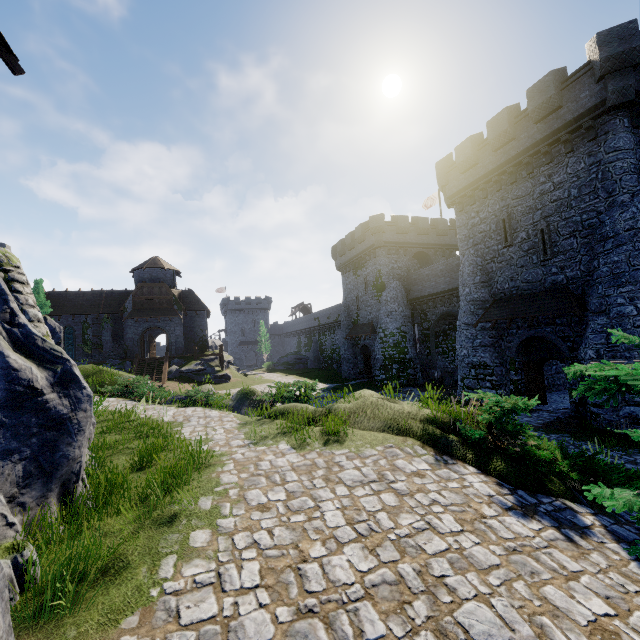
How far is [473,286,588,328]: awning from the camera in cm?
1555

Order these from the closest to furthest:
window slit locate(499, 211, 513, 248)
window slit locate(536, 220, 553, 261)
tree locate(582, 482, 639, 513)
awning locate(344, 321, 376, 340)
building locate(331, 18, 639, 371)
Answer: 1. tree locate(582, 482, 639, 513)
2. building locate(331, 18, 639, 371)
3. window slit locate(536, 220, 553, 261)
4. window slit locate(499, 211, 513, 248)
5. awning locate(344, 321, 376, 340)

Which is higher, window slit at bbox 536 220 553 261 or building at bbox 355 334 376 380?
window slit at bbox 536 220 553 261

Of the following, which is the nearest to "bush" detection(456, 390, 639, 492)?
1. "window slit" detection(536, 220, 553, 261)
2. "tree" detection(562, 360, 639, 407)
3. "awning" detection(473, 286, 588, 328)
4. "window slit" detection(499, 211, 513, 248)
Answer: "tree" detection(562, 360, 639, 407)

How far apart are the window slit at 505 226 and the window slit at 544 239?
1.3 meters

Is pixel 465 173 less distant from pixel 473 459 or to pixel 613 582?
pixel 473 459

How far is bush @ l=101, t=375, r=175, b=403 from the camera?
15.45m

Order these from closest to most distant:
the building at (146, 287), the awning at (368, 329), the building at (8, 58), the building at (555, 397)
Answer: the building at (8, 58) → the building at (555, 397) → the awning at (368, 329) → the building at (146, 287)
